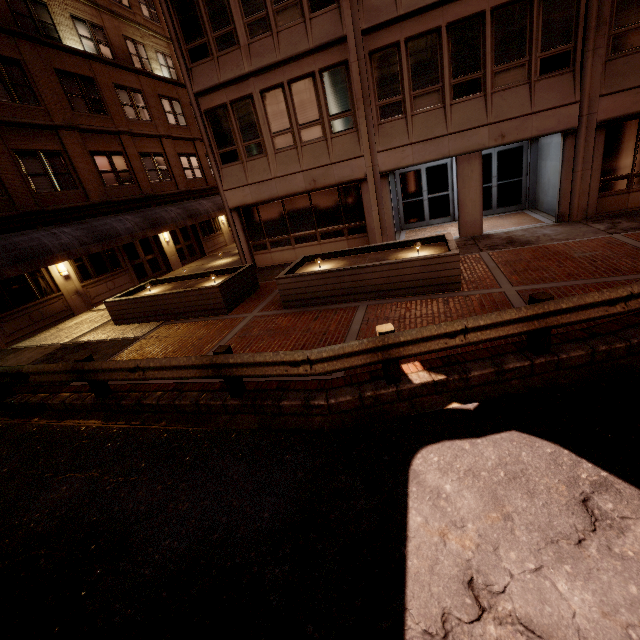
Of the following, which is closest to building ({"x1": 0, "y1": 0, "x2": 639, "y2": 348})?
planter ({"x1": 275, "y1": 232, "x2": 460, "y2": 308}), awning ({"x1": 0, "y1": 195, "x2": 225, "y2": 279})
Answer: planter ({"x1": 275, "y1": 232, "x2": 460, "y2": 308})

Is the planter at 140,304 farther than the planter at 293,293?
Yes

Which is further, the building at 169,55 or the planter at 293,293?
the building at 169,55

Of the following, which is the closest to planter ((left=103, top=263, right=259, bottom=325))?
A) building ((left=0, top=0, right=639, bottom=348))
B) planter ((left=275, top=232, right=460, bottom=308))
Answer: planter ((left=275, top=232, right=460, bottom=308))

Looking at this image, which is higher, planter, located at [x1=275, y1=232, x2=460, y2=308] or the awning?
the awning

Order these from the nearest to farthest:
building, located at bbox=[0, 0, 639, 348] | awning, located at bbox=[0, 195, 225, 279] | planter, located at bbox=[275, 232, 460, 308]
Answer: planter, located at bbox=[275, 232, 460, 308]
building, located at bbox=[0, 0, 639, 348]
awning, located at bbox=[0, 195, 225, 279]

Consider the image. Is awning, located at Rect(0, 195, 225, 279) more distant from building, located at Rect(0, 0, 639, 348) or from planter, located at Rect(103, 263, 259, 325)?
building, located at Rect(0, 0, 639, 348)

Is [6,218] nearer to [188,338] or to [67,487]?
[188,338]
